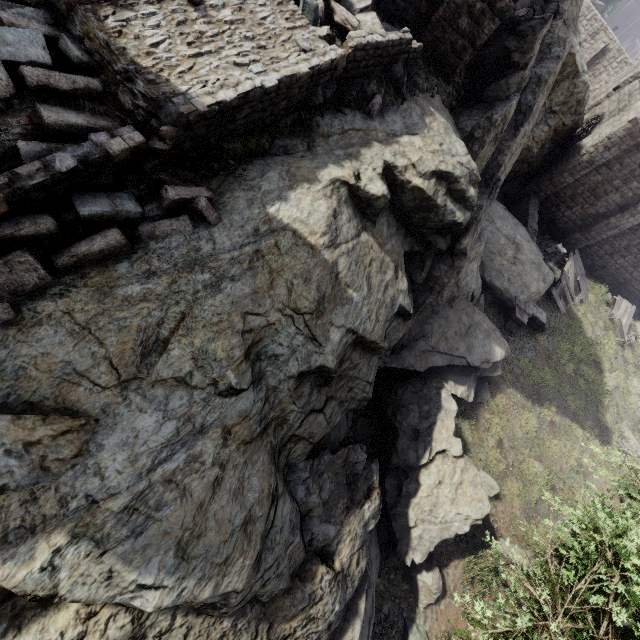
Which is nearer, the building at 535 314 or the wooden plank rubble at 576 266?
the building at 535 314

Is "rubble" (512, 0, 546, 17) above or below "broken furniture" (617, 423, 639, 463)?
above

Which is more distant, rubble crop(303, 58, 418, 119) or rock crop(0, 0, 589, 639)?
rubble crop(303, 58, 418, 119)

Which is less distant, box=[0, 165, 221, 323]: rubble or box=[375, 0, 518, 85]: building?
box=[0, 165, 221, 323]: rubble

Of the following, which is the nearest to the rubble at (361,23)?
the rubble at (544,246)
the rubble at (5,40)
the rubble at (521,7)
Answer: the rubble at (5,40)

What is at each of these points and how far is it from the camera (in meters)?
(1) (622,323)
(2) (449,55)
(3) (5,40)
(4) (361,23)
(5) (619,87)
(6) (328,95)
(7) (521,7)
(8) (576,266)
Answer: (1) broken furniture, 22.34
(2) building, 7.83
(3) rubble, 3.29
(4) rubble, 6.12
(5) building, 19.03
(6) rubble, 5.84
(7) rubble, 12.27
(8) wooden plank rubble, 20.73

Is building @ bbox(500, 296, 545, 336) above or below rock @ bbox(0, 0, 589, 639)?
below

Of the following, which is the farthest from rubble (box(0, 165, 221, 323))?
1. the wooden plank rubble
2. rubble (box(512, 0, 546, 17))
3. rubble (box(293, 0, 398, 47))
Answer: the wooden plank rubble
